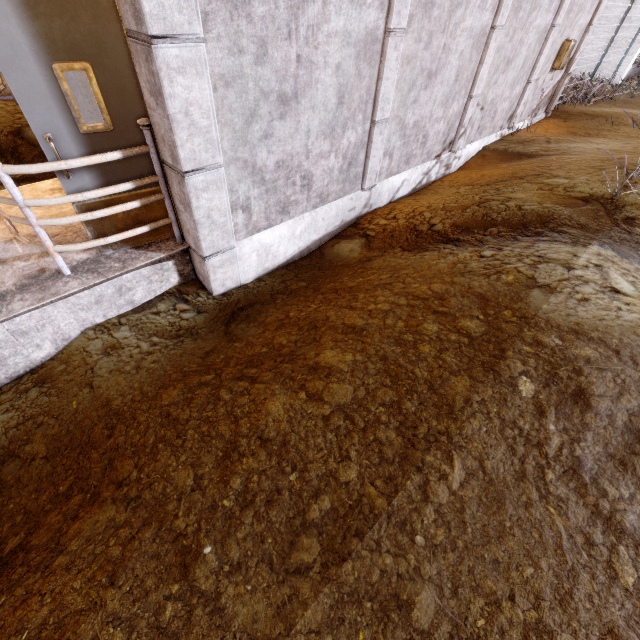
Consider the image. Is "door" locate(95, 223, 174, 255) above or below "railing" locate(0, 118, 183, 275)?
below

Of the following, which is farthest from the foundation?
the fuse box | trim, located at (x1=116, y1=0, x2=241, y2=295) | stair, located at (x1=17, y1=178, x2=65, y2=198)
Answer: the fuse box

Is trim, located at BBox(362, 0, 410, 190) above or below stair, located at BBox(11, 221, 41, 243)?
above

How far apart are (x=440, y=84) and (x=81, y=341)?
6.6m

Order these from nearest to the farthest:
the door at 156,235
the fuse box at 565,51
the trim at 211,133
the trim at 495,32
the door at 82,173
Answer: the trim at 211,133
the door at 82,173
the door at 156,235
the trim at 495,32
the fuse box at 565,51

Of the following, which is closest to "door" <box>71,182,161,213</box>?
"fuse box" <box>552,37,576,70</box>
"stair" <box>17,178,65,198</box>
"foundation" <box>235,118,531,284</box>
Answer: "stair" <box>17,178,65,198</box>

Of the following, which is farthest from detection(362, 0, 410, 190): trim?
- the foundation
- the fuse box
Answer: the fuse box

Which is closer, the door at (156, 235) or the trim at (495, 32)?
the door at (156, 235)
